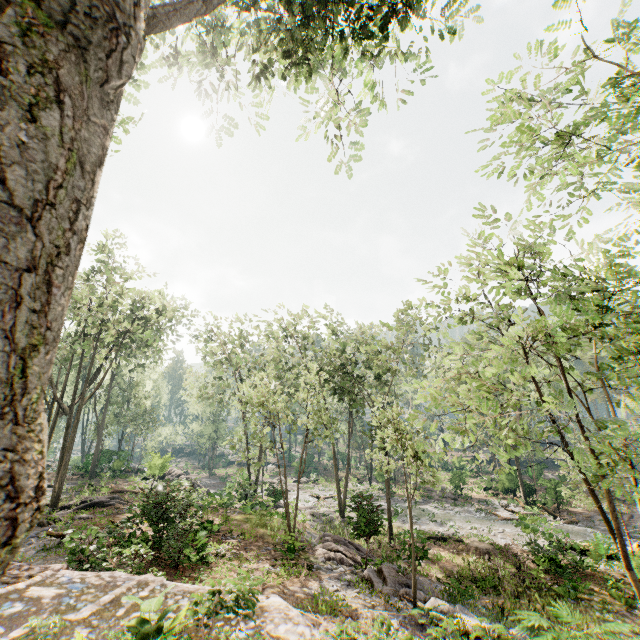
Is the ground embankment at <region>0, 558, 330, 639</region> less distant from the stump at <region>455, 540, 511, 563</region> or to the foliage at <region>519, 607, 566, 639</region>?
the foliage at <region>519, 607, 566, 639</region>

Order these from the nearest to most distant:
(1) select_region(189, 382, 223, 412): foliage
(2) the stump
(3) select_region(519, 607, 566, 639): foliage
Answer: (3) select_region(519, 607, 566, 639): foliage, (2) the stump, (1) select_region(189, 382, 223, 412): foliage

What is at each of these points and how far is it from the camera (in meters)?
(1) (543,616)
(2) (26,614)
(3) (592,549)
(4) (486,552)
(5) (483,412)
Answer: (1) foliage, 12.74
(2) ground embankment, 6.52
(3) tree trunk, 17.53
(4) stump, 19.30
(5) foliage, 5.79

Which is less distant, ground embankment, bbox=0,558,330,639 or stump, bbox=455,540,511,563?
ground embankment, bbox=0,558,330,639

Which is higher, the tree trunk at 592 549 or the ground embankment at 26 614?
the ground embankment at 26 614

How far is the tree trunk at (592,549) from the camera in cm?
1752

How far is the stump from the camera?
18.56m

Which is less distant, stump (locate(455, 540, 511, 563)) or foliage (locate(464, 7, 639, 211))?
foliage (locate(464, 7, 639, 211))
